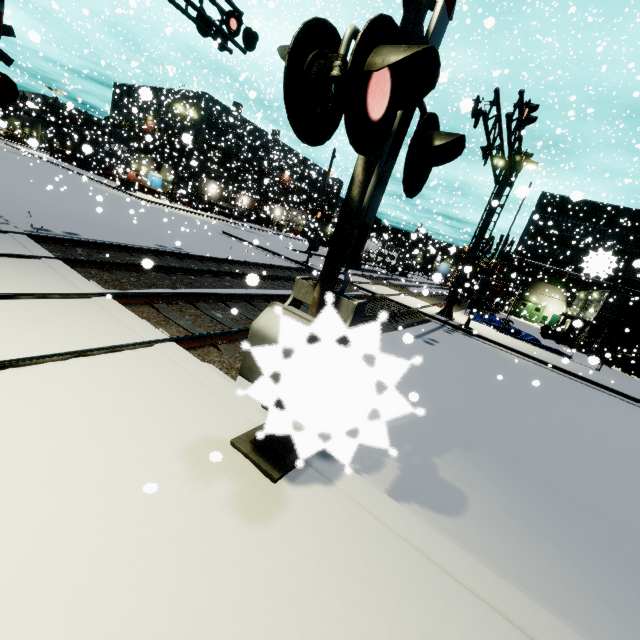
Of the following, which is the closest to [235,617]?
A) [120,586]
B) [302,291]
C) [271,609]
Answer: [271,609]

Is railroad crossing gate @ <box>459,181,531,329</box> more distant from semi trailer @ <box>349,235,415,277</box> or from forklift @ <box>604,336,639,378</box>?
forklift @ <box>604,336,639,378</box>

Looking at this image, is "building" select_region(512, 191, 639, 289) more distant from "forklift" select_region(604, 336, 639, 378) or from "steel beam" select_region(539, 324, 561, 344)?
"steel beam" select_region(539, 324, 561, 344)

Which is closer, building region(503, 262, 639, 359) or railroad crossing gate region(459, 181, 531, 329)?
railroad crossing gate region(459, 181, 531, 329)

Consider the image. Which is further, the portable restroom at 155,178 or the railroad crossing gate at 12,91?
the portable restroom at 155,178

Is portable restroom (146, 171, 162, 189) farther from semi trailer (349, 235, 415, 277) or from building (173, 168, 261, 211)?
semi trailer (349, 235, 415, 277)

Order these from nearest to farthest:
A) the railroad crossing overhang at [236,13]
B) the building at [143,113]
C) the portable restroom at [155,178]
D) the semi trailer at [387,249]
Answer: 1. the railroad crossing overhang at [236,13]
2. the semi trailer at [387,249]
3. the building at [143,113]
4. the portable restroom at [155,178]

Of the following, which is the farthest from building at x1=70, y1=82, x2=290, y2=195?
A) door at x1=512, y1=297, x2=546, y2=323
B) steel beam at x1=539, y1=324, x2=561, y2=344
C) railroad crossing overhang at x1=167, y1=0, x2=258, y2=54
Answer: railroad crossing overhang at x1=167, y1=0, x2=258, y2=54
